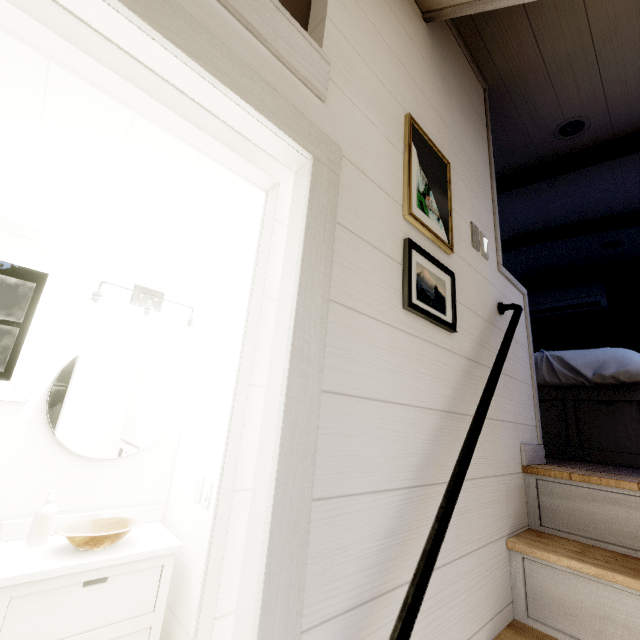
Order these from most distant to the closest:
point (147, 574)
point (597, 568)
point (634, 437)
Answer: point (634, 437), point (147, 574), point (597, 568)

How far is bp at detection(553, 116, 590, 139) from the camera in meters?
2.2

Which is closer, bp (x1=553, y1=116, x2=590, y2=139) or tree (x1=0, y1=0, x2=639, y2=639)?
tree (x1=0, y1=0, x2=639, y2=639)

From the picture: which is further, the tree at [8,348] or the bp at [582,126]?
the bp at [582,126]

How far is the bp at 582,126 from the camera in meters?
2.2 m
